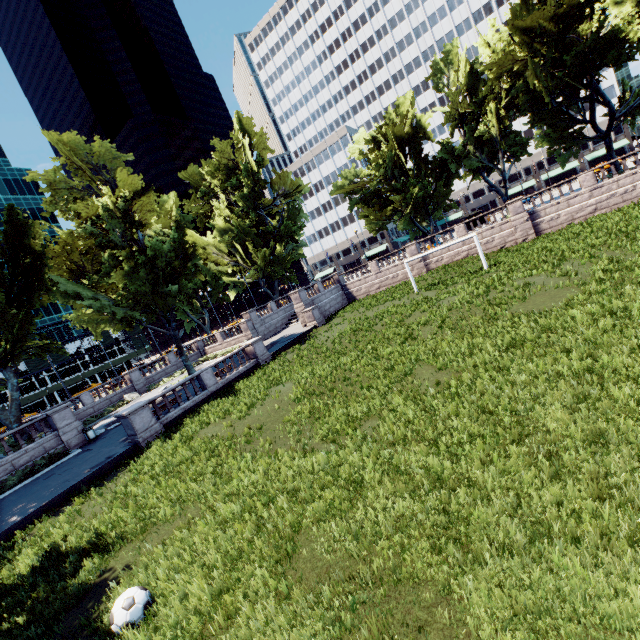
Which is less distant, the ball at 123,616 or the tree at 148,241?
the ball at 123,616

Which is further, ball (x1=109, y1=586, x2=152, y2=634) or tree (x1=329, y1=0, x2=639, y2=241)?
tree (x1=329, y1=0, x2=639, y2=241)

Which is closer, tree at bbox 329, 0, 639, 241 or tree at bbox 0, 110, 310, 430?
tree at bbox 0, 110, 310, 430

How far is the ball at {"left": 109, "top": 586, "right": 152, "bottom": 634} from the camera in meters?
5.8

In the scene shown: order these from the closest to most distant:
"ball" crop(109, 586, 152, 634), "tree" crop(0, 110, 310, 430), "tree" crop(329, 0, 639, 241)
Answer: "ball" crop(109, 586, 152, 634) → "tree" crop(0, 110, 310, 430) → "tree" crop(329, 0, 639, 241)

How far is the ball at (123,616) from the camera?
5.85m

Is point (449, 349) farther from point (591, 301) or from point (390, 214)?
point (390, 214)
